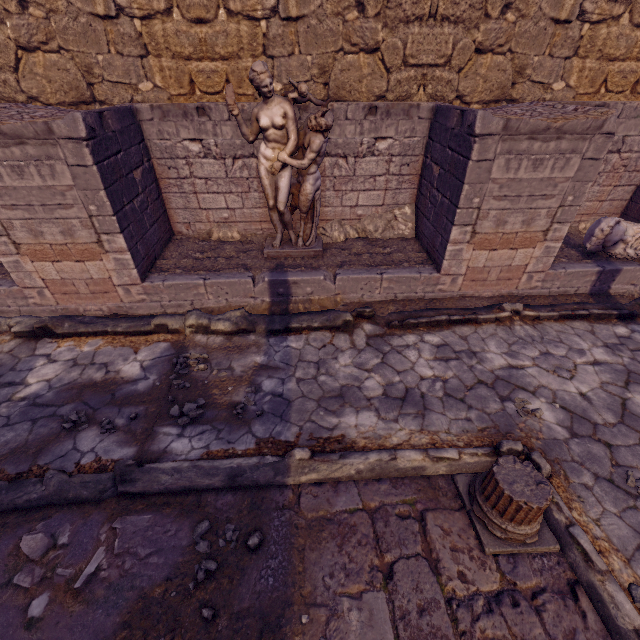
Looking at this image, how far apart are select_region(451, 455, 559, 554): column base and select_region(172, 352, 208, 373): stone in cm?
334

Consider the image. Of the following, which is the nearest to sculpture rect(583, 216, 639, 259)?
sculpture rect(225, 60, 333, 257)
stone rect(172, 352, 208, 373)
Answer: sculpture rect(225, 60, 333, 257)

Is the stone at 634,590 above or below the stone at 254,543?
below

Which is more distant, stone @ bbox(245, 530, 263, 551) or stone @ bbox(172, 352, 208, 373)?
stone @ bbox(172, 352, 208, 373)

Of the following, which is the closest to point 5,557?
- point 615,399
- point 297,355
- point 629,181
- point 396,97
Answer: point 297,355

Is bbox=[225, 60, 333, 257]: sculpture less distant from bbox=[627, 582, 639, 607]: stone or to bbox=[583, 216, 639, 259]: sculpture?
bbox=[583, 216, 639, 259]: sculpture

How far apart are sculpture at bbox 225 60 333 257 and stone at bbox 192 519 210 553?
4.2m

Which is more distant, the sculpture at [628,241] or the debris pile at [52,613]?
the sculpture at [628,241]
